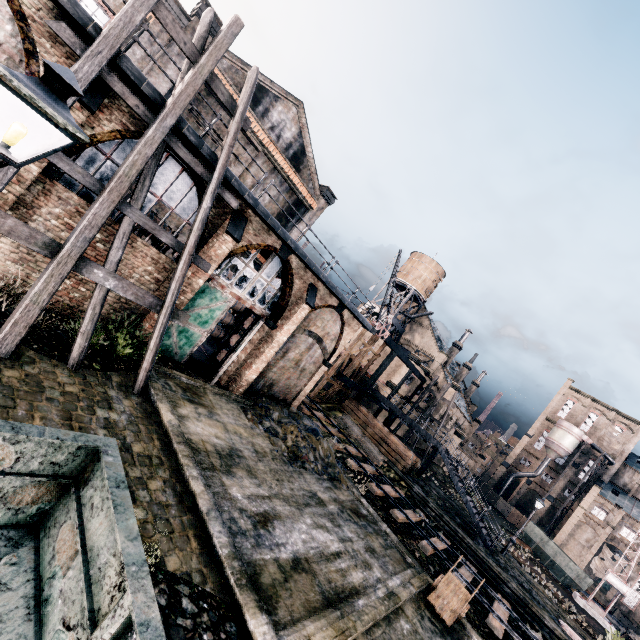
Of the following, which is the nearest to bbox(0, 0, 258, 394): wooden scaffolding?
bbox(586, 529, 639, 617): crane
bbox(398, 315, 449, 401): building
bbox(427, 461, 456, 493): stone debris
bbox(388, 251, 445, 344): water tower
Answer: bbox(398, 315, 449, 401): building

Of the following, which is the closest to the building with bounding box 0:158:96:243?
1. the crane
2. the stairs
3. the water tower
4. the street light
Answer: the street light

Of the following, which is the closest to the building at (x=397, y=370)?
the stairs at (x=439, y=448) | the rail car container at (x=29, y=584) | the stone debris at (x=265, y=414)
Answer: the stairs at (x=439, y=448)

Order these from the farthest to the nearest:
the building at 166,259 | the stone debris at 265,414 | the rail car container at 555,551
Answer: the rail car container at 555,551, the stone debris at 265,414, the building at 166,259

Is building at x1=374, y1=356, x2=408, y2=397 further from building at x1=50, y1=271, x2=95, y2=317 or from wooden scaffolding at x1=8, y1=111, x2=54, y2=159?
wooden scaffolding at x1=8, y1=111, x2=54, y2=159

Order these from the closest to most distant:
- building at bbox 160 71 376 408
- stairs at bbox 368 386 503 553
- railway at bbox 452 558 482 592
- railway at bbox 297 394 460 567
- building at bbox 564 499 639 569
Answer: building at bbox 160 71 376 408 < railway at bbox 452 558 482 592 < railway at bbox 297 394 460 567 < stairs at bbox 368 386 503 553 < building at bbox 564 499 639 569

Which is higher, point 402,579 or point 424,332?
point 424,332

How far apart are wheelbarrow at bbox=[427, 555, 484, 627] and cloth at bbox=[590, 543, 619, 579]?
69.7m
